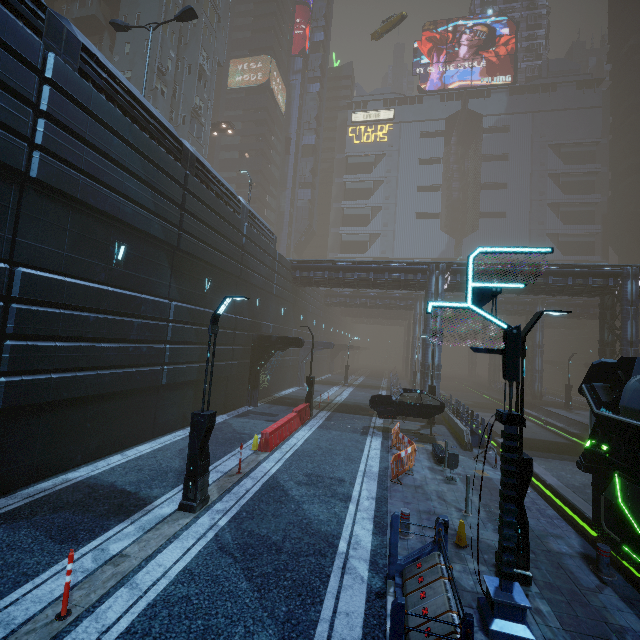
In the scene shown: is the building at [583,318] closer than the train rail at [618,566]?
No

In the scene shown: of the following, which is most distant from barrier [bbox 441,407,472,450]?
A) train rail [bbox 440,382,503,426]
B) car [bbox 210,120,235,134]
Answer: car [bbox 210,120,235,134]

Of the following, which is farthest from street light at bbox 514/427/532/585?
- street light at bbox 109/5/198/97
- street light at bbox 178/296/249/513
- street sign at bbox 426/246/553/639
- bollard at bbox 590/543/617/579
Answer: street light at bbox 109/5/198/97

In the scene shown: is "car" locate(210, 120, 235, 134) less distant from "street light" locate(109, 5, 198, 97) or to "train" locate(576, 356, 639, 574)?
"street light" locate(109, 5, 198, 97)

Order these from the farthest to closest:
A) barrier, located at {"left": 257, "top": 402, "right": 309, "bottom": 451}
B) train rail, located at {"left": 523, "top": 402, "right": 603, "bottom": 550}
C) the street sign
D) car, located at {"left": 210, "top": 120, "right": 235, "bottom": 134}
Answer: car, located at {"left": 210, "top": 120, "right": 235, "bottom": 134}, barrier, located at {"left": 257, "top": 402, "right": 309, "bottom": 451}, train rail, located at {"left": 523, "top": 402, "right": 603, "bottom": 550}, the street sign

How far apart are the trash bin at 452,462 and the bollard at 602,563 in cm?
447

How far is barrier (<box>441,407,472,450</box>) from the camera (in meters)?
15.54

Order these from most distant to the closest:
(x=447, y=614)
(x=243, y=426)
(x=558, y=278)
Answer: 1. (x=558, y=278)
2. (x=243, y=426)
3. (x=447, y=614)
